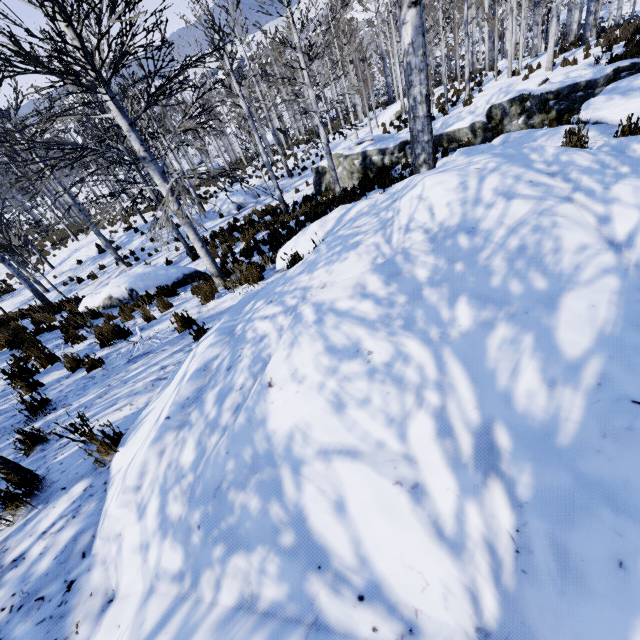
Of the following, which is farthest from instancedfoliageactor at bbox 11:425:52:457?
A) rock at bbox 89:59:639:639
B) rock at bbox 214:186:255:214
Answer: rock at bbox 214:186:255:214

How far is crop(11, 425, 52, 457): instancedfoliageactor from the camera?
3.07m

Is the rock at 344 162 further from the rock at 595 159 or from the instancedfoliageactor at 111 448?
the rock at 595 159

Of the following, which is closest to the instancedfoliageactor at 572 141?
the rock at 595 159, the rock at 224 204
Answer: the rock at 595 159

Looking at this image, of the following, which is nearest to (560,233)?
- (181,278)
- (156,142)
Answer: (181,278)

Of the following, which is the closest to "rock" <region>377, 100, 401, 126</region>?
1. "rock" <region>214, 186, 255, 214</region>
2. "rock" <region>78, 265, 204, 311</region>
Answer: "rock" <region>214, 186, 255, 214</region>
